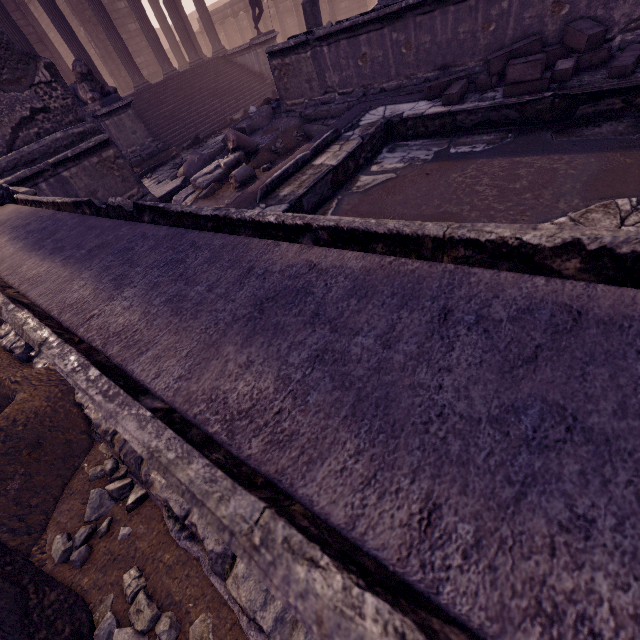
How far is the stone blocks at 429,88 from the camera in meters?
4.4 m

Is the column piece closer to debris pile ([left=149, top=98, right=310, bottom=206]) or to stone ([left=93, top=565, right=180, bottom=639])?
debris pile ([left=149, top=98, right=310, bottom=206])

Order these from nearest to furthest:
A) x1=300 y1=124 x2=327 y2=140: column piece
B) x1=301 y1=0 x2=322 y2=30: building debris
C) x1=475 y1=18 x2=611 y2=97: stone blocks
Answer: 1. x1=475 y1=18 x2=611 y2=97: stone blocks
2. x1=300 y1=124 x2=327 y2=140: column piece
3. x1=301 y1=0 x2=322 y2=30: building debris

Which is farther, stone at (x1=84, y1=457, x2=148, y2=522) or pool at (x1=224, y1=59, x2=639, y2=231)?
pool at (x1=224, y1=59, x2=639, y2=231)

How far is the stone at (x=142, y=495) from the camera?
2.2 meters

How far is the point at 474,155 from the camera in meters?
4.1 m

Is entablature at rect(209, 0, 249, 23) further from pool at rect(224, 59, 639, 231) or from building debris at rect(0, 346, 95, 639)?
building debris at rect(0, 346, 95, 639)

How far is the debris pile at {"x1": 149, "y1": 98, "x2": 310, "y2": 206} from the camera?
5.66m
